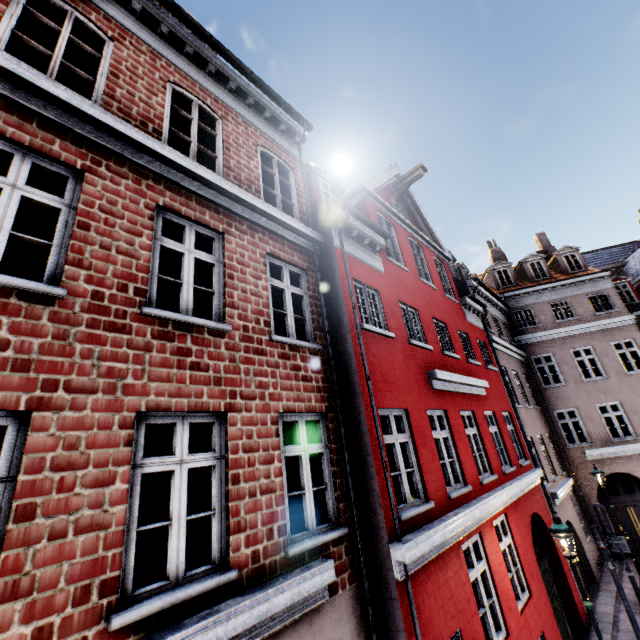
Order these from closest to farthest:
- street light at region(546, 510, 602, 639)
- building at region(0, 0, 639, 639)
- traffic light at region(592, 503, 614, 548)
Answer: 1. building at region(0, 0, 639, 639)
2. street light at region(546, 510, 602, 639)
3. traffic light at region(592, 503, 614, 548)

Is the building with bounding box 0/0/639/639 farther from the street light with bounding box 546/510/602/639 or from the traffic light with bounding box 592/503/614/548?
the traffic light with bounding box 592/503/614/548

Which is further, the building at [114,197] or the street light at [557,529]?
the street light at [557,529]

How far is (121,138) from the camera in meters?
4.5

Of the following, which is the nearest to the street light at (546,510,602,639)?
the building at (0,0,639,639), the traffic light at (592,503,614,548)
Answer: the building at (0,0,639,639)

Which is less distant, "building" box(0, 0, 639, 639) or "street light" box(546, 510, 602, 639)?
"building" box(0, 0, 639, 639)

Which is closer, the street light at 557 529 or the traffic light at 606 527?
the street light at 557 529

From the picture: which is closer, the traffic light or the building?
the building
